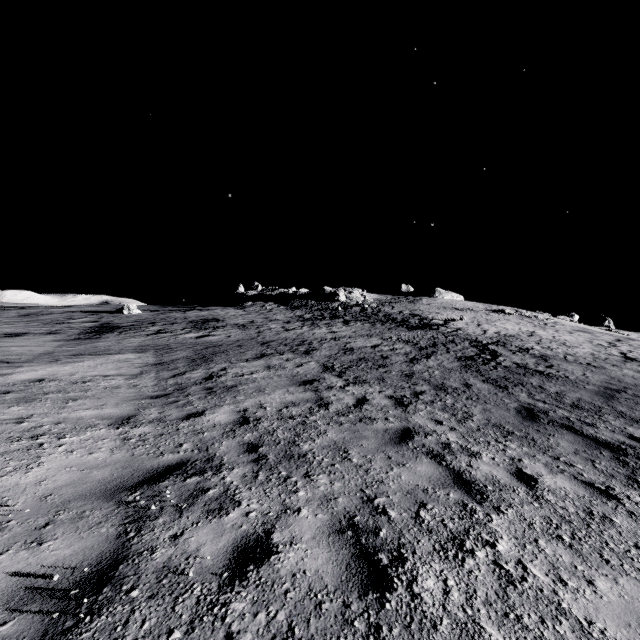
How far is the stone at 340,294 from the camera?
42.6m

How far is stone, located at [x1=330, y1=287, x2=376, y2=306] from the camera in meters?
42.6 m

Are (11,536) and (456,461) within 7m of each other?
yes
